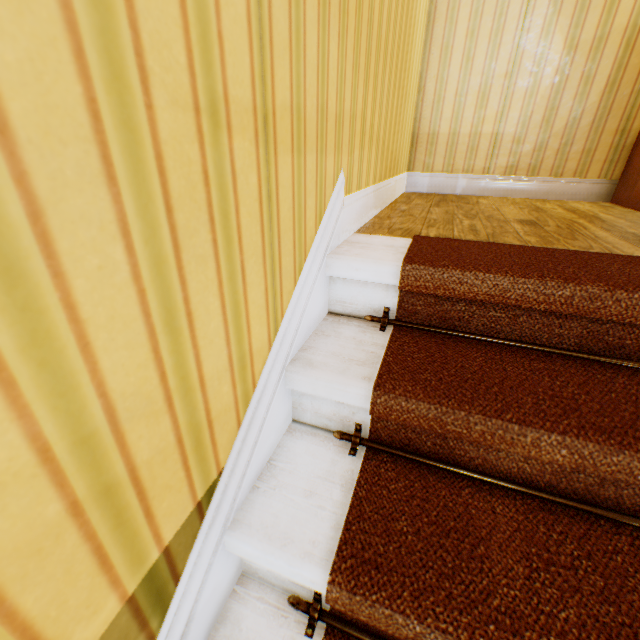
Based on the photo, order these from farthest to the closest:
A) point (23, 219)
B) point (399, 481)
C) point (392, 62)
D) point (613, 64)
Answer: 1. point (613, 64)
2. point (392, 62)
3. point (399, 481)
4. point (23, 219)
